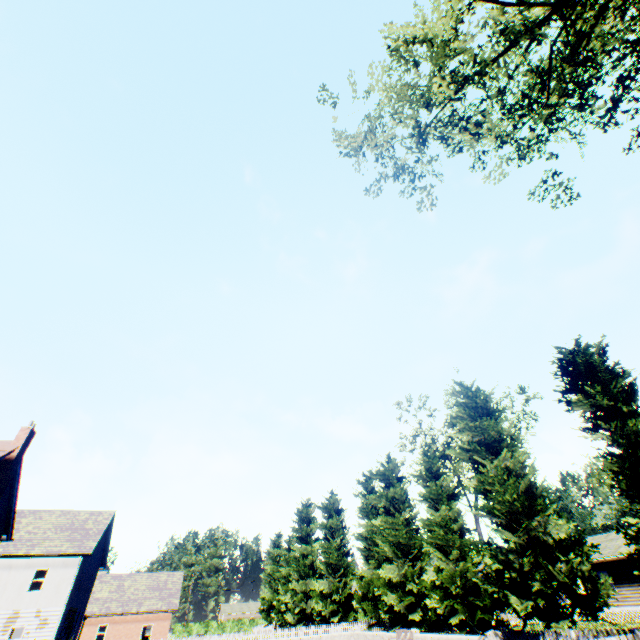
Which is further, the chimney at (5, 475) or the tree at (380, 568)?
the chimney at (5, 475)

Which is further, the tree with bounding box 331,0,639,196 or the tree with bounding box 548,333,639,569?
the tree with bounding box 548,333,639,569

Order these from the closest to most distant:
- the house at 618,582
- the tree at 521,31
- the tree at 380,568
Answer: the tree at 521,31 < the tree at 380,568 < the house at 618,582

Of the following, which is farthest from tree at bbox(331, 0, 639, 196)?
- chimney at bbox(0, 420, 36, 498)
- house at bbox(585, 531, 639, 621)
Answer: chimney at bbox(0, 420, 36, 498)

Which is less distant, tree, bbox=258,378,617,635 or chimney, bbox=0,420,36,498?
tree, bbox=258,378,617,635

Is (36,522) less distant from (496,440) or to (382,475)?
(382,475)
